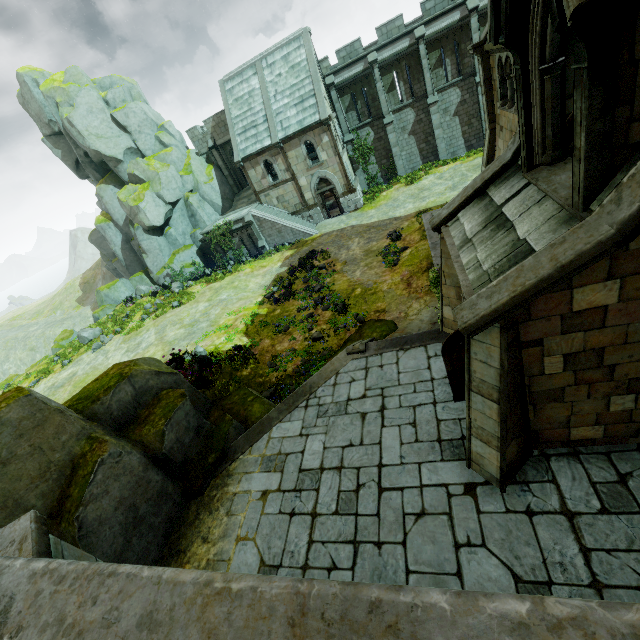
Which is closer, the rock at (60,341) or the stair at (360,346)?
the stair at (360,346)

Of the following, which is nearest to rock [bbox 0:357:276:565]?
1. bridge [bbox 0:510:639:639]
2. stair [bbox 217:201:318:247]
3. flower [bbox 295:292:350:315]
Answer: bridge [bbox 0:510:639:639]

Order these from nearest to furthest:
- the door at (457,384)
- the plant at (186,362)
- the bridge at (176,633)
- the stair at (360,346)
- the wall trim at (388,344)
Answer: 1. the bridge at (176,633)
2. the door at (457,384)
3. the wall trim at (388,344)
4. the stair at (360,346)
5. the plant at (186,362)

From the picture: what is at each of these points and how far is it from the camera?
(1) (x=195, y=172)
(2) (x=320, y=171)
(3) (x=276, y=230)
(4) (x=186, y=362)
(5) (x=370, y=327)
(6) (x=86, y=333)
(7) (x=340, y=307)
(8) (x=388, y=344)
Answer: (1) rock, 30.95m
(2) building, 27.19m
(3) stair, 28.30m
(4) plant, 15.56m
(5) rock, 14.20m
(6) plant, 25.22m
(7) flower, 16.05m
(8) wall trim, 11.34m

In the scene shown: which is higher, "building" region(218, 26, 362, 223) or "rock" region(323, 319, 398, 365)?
"building" region(218, 26, 362, 223)

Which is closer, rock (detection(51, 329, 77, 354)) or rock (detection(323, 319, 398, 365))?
rock (detection(323, 319, 398, 365))

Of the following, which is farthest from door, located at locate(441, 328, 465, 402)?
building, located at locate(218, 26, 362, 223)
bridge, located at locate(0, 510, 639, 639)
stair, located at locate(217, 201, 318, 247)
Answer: building, located at locate(218, 26, 362, 223)

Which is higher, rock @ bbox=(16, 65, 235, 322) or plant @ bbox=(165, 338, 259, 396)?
rock @ bbox=(16, 65, 235, 322)
